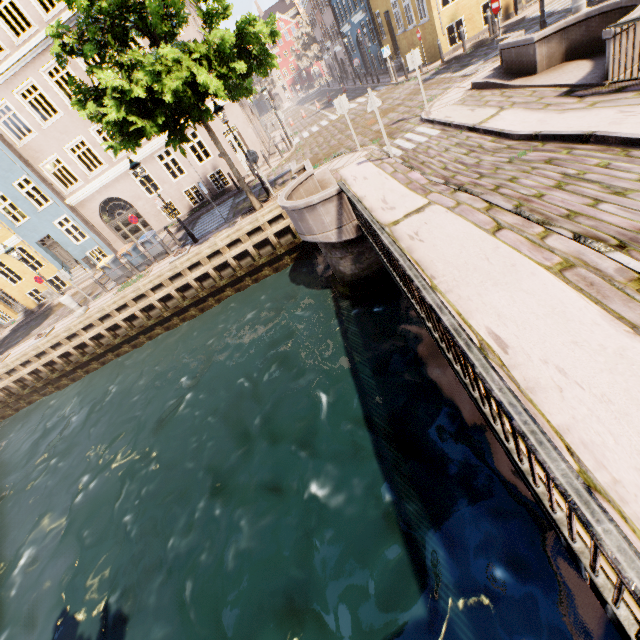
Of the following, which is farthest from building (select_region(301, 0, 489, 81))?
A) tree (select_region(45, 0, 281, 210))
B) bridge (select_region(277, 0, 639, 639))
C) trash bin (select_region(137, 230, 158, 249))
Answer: bridge (select_region(277, 0, 639, 639))

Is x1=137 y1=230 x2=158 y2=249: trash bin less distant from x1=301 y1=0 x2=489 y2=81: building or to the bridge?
x1=301 y1=0 x2=489 y2=81: building

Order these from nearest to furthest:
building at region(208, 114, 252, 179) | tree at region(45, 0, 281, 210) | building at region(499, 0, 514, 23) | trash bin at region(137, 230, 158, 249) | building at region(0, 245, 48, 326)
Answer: tree at region(45, 0, 281, 210) < trash bin at region(137, 230, 158, 249) < building at region(499, 0, 514, 23) < building at region(208, 114, 252, 179) < building at region(0, 245, 48, 326)

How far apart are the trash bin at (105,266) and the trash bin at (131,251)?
0.4 meters

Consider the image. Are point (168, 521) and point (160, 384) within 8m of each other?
yes

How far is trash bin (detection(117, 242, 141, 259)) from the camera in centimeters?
1530cm

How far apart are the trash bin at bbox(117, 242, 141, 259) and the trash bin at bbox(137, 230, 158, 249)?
0.35m

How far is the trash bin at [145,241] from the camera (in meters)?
15.12
